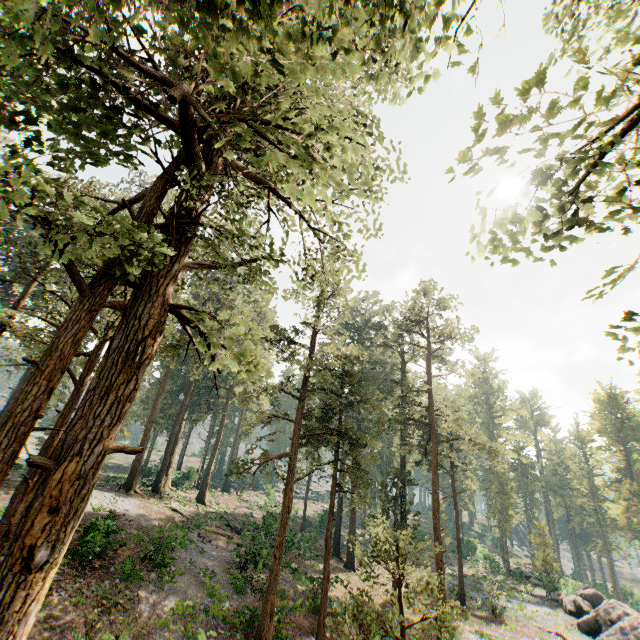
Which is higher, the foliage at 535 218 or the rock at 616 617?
the foliage at 535 218

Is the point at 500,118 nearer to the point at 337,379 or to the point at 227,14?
the point at 227,14

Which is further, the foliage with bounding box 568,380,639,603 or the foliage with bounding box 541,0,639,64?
the foliage with bounding box 568,380,639,603

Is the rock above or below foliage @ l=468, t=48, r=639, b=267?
below

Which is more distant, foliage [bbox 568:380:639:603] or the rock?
foliage [bbox 568:380:639:603]
